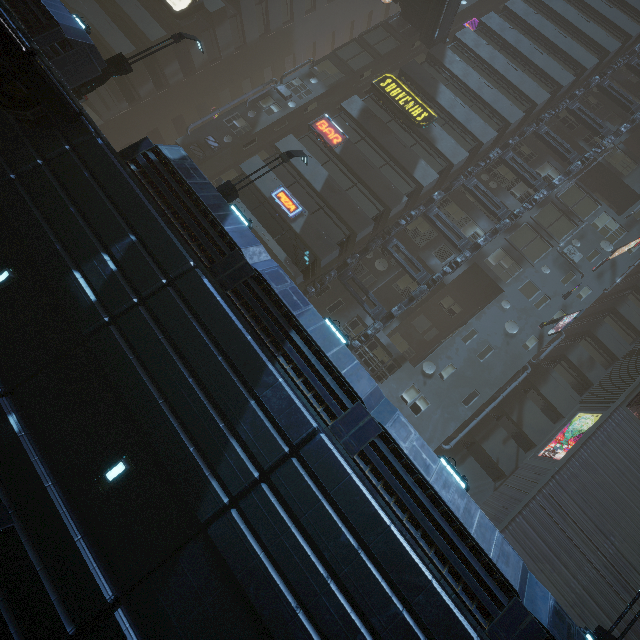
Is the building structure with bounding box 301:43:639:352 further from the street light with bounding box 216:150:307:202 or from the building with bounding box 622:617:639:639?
the street light with bounding box 216:150:307:202

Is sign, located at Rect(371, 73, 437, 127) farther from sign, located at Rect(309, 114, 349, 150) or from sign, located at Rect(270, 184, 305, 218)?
sign, located at Rect(270, 184, 305, 218)

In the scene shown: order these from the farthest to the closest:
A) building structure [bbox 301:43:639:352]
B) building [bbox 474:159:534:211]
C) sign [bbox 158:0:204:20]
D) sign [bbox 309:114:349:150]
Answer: sign [bbox 158:0:204:20], building [bbox 474:159:534:211], sign [bbox 309:114:349:150], building structure [bbox 301:43:639:352]

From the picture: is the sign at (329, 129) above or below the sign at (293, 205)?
above

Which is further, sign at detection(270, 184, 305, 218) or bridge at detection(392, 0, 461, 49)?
bridge at detection(392, 0, 461, 49)

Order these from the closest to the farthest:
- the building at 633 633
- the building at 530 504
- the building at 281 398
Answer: the building at 281 398 → the building at 530 504 → the building at 633 633

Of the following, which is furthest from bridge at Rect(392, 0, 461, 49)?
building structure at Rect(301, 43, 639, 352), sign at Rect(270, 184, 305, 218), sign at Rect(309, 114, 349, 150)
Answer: sign at Rect(270, 184, 305, 218)

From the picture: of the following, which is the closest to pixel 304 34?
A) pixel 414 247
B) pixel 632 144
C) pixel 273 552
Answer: pixel 414 247
